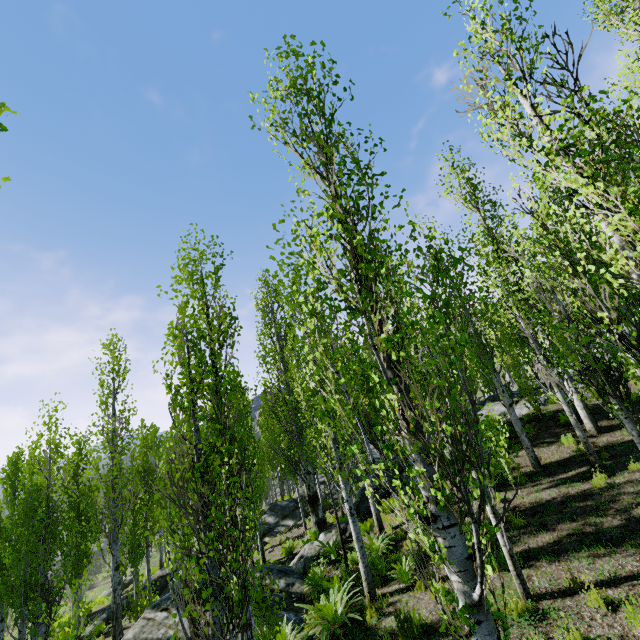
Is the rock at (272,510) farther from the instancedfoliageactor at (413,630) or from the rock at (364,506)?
the rock at (364,506)

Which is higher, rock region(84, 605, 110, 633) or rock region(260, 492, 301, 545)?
rock region(260, 492, 301, 545)

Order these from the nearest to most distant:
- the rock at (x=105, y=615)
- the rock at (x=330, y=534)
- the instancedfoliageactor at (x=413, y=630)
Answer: the instancedfoliageactor at (x=413, y=630), the rock at (x=330, y=534), the rock at (x=105, y=615)

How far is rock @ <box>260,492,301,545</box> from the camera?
20.4 meters

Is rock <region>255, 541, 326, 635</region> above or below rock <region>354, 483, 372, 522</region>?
below

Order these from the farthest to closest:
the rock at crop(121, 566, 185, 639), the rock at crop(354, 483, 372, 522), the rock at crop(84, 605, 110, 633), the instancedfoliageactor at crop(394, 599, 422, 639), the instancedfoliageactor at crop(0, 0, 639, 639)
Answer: the rock at crop(84, 605, 110, 633)
the rock at crop(354, 483, 372, 522)
the rock at crop(121, 566, 185, 639)
the instancedfoliageactor at crop(394, 599, 422, 639)
the instancedfoliageactor at crop(0, 0, 639, 639)

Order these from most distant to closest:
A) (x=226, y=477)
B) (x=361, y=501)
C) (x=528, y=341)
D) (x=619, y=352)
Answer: (x=619, y=352) < (x=361, y=501) < (x=528, y=341) < (x=226, y=477)

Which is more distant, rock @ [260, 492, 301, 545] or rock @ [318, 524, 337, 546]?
rock @ [260, 492, 301, 545]
